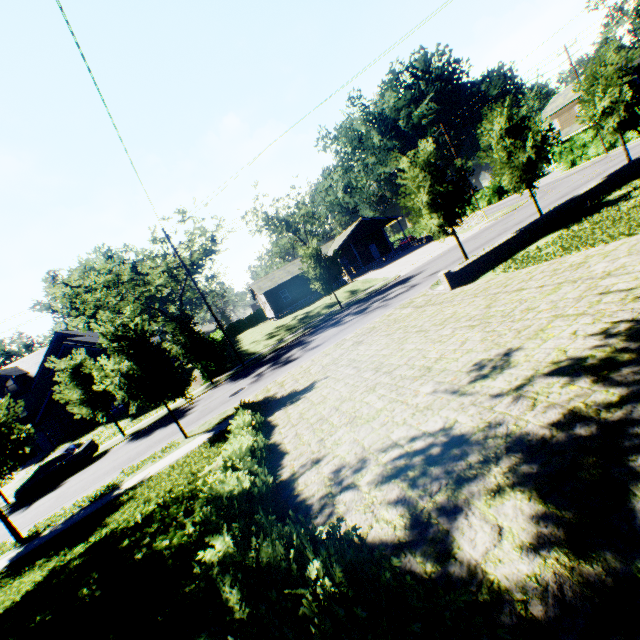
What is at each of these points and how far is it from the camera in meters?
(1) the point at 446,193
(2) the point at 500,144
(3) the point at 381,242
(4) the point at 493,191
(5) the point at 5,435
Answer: (1) tree, 16.5 m
(2) tree, 18.6 m
(3) house, 47.9 m
(4) hedge, 50.4 m
(5) tree, 13.5 m

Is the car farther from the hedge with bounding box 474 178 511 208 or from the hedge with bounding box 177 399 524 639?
the hedge with bounding box 474 178 511 208

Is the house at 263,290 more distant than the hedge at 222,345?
Yes

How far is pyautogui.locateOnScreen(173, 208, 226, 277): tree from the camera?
26.25m

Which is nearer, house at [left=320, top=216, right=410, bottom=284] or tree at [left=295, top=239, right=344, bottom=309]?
tree at [left=295, top=239, right=344, bottom=309]

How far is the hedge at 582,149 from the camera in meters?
36.1

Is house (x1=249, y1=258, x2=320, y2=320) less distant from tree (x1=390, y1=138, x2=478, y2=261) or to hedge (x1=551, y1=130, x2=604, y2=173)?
tree (x1=390, y1=138, x2=478, y2=261)
